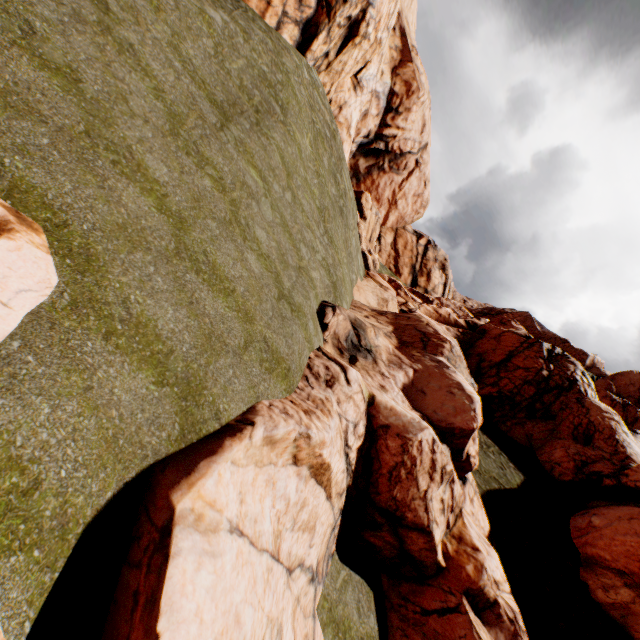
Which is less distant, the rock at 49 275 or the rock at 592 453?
the rock at 49 275

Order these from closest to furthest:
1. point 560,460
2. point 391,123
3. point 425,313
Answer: point 560,460
point 425,313
point 391,123

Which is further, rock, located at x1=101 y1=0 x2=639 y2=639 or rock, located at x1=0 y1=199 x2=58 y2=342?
rock, located at x1=101 y1=0 x2=639 y2=639
